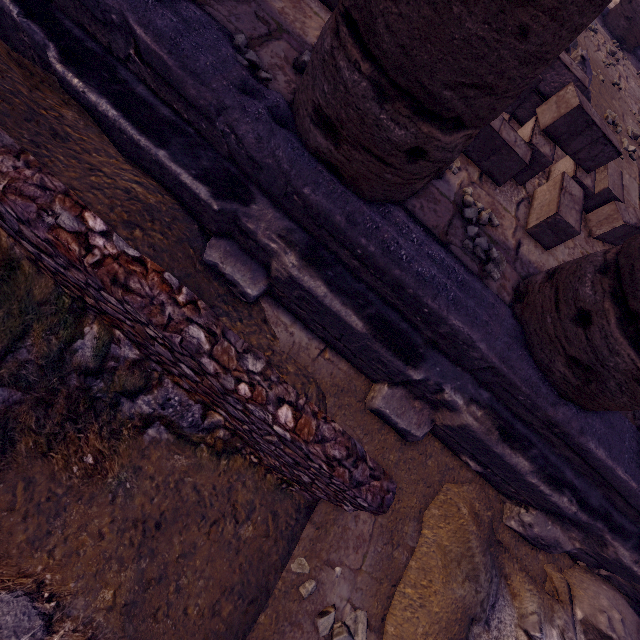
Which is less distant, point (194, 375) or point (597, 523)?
point (194, 375)

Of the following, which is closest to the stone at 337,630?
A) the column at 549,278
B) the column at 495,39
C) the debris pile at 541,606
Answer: the debris pile at 541,606

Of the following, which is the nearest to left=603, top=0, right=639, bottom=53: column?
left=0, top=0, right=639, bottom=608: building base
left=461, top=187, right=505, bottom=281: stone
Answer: left=0, top=0, right=639, bottom=608: building base

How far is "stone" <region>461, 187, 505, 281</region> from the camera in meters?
2.5 m

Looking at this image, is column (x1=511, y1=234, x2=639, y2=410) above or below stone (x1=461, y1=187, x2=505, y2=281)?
above

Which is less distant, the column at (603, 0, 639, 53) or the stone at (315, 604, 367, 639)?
the stone at (315, 604, 367, 639)

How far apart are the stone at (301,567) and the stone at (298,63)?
3.4m

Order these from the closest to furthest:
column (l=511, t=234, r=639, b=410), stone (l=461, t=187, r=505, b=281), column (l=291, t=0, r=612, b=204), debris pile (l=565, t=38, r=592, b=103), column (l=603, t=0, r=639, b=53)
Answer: column (l=291, t=0, r=612, b=204) → column (l=511, t=234, r=639, b=410) → stone (l=461, t=187, r=505, b=281) → debris pile (l=565, t=38, r=592, b=103) → column (l=603, t=0, r=639, b=53)
